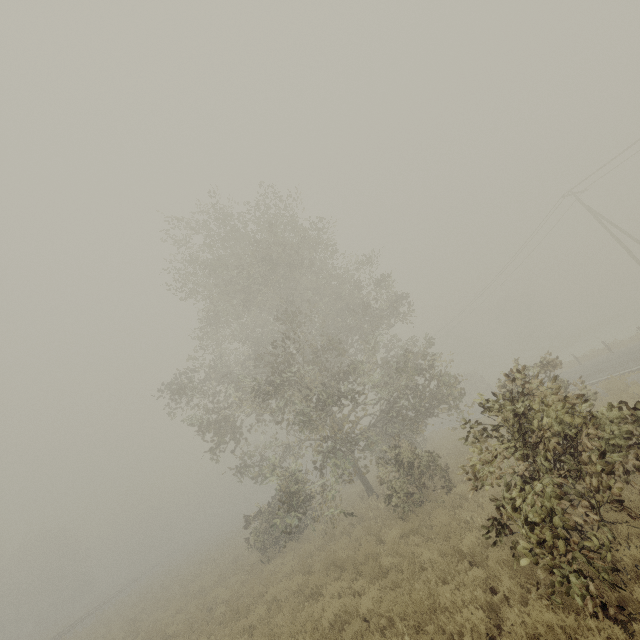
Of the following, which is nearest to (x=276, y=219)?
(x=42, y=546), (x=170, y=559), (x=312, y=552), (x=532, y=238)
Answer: (x=312, y=552)
